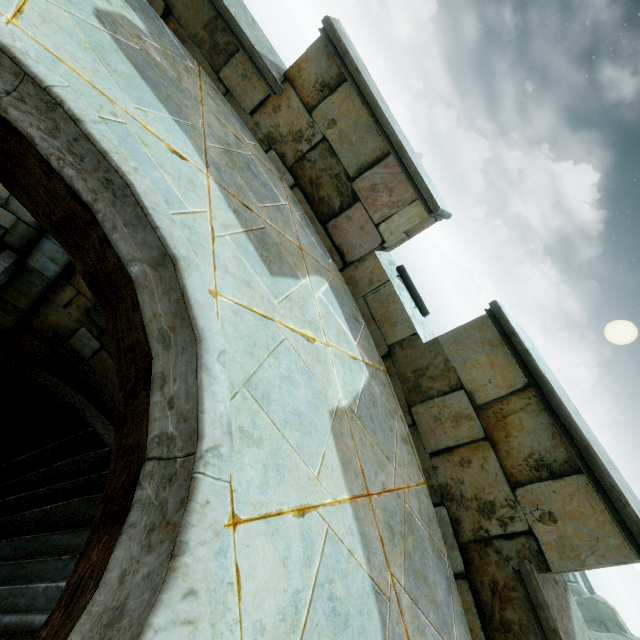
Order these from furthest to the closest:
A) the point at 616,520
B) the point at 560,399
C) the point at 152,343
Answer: the point at 560,399
the point at 616,520
the point at 152,343
